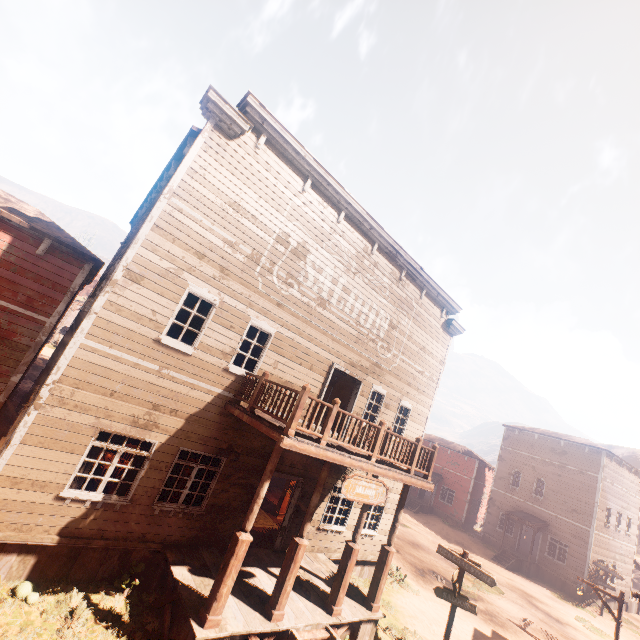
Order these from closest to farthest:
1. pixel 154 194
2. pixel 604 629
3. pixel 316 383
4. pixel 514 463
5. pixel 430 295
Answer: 1. pixel 316 383
2. pixel 154 194
3. pixel 430 295
4. pixel 604 629
5. pixel 514 463

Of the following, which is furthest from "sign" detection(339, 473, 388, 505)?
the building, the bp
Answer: the bp

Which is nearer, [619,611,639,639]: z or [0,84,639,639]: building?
[0,84,639,639]: building

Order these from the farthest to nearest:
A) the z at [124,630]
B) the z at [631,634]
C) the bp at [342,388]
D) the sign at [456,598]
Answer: the z at [631,634]
the bp at [342,388]
the sign at [456,598]
the z at [124,630]

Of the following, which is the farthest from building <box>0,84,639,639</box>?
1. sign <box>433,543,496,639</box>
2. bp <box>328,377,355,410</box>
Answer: sign <box>433,543,496,639</box>

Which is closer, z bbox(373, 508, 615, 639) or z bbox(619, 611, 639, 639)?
z bbox(373, 508, 615, 639)

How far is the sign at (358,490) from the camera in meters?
7.8
